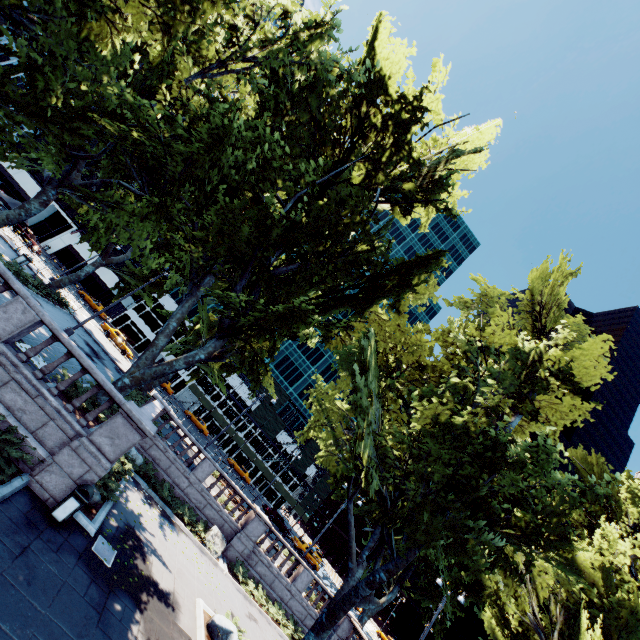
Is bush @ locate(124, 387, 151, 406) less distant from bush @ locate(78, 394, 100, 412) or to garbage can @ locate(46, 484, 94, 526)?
bush @ locate(78, 394, 100, 412)

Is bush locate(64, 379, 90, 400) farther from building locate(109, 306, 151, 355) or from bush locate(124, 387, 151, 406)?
building locate(109, 306, 151, 355)

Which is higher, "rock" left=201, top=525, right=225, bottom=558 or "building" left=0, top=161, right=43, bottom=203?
"building" left=0, top=161, right=43, bottom=203

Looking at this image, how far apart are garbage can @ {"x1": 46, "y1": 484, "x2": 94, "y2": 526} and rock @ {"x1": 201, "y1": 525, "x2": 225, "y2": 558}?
10.9m

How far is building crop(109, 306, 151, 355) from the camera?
58.57m

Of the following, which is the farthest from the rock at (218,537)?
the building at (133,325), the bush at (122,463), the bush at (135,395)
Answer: the building at (133,325)

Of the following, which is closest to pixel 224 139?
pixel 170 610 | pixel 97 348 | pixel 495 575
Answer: pixel 170 610

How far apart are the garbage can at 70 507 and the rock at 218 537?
10.9m
